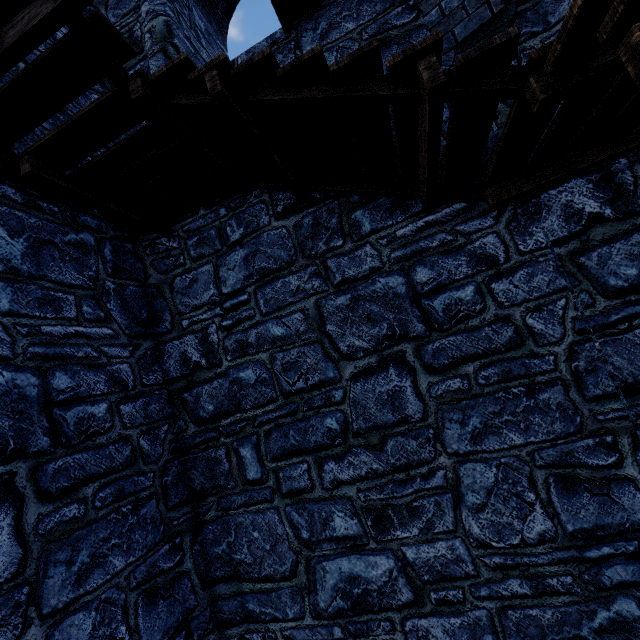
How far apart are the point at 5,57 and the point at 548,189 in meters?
4.6 m
